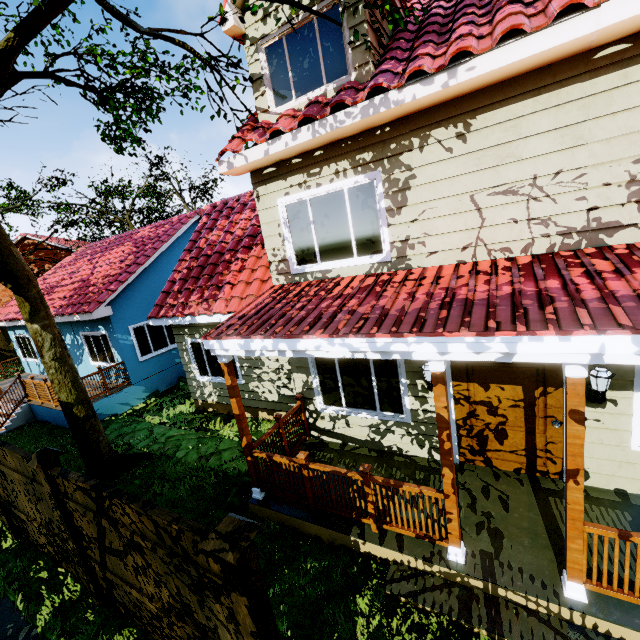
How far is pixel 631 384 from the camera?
4.2m

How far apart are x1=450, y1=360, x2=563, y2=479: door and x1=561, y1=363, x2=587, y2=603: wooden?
1.6m

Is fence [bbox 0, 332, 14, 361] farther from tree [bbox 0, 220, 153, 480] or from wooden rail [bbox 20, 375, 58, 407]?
wooden rail [bbox 20, 375, 58, 407]

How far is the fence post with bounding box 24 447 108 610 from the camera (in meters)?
4.14

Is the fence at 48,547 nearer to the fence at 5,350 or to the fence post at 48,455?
the fence post at 48,455

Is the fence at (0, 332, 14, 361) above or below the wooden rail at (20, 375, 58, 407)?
below

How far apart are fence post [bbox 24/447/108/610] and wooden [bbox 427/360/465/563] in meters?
4.8

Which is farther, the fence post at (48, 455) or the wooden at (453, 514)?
the fence post at (48, 455)
